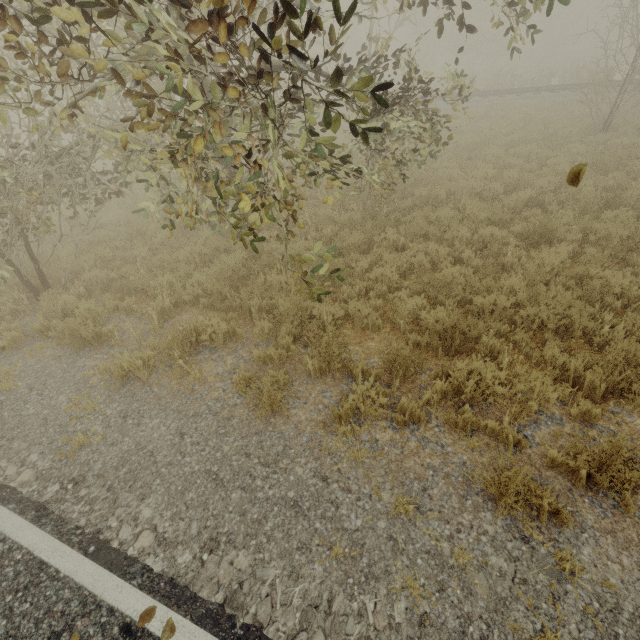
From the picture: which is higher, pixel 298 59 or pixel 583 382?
pixel 298 59

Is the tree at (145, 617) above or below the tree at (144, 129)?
below

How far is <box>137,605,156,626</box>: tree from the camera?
2.7m

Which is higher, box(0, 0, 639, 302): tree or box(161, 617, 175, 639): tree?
box(0, 0, 639, 302): tree

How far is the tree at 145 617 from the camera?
2.68m
